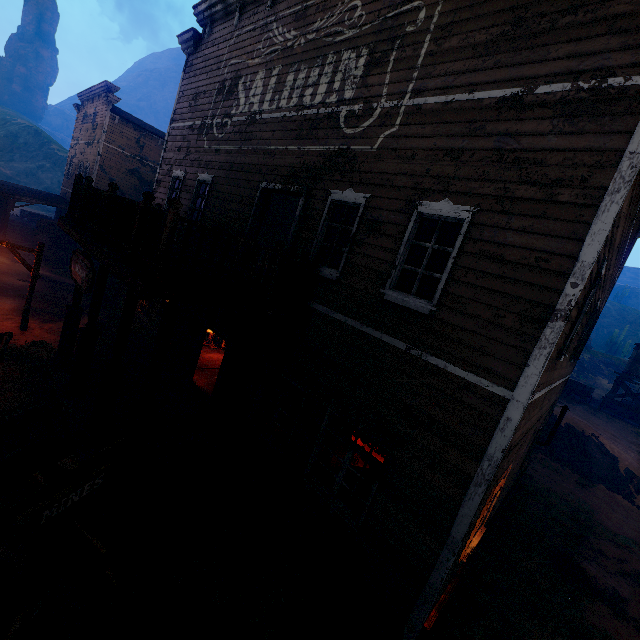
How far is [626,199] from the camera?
4.1m

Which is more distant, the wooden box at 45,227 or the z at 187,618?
the wooden box at 45,227

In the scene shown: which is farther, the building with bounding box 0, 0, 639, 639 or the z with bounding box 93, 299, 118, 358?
the z with bounding box 93, 299, 118, 358

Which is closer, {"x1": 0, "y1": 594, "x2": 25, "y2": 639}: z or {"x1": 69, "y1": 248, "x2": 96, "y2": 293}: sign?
{"x1": 0, "y1": 594, "x2": 25, "y2": 639}: z

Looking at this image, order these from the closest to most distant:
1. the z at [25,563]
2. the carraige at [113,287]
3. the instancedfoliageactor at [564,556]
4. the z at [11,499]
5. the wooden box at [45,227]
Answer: the z at [25,563]
the z at [11,499]
the instancedfoliageactor at [564,556]
the carraige at [113,287]
the wooden box at [45,227]

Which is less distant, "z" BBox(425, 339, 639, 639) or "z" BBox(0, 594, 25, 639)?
"z" BBox(0, 594, 25, 639)

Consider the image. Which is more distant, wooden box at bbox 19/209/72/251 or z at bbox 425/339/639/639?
wooden box at bbox 19/209/72/251

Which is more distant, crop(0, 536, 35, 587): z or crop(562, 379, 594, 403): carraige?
crop(562, 379, 594, 403): carraige
